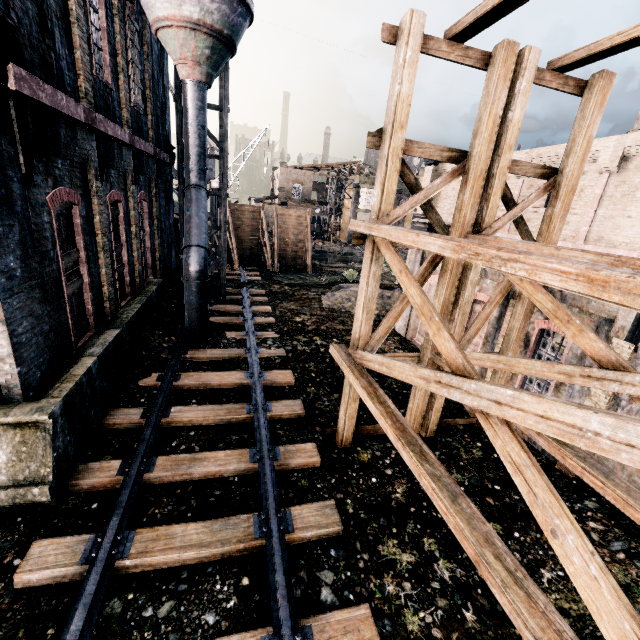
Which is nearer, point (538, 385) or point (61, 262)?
point (61, 262)

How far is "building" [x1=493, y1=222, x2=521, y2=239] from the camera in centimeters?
1807cm

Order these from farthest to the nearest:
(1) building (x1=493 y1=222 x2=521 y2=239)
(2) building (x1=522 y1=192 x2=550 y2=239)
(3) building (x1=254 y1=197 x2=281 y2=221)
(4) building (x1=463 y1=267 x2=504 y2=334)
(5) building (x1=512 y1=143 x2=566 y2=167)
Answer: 1. (3) building (x1=254 y1=197 x2=281 y2=221)
2. (1) building (x1=493 y1=222 x2=521 y2=239)
3. (2) building (x1=522 y1=192 x2=550 y2=239)
4. (5) building (x1=512 y1=143 x2=566 y2=167)
5. (4) building (x1=463 y1=267 x2=504 y2=334)

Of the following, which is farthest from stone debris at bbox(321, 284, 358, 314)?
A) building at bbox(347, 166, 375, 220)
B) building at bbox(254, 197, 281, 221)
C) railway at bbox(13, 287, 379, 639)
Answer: building at bbox(254, 197, 281, 221)

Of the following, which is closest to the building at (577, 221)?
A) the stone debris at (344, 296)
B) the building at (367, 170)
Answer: the stone debris at (344, 296)

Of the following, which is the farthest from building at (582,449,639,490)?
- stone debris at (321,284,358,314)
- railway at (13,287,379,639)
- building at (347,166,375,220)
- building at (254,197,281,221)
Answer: building at (254,197,281,221)

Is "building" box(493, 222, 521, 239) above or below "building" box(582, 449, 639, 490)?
above

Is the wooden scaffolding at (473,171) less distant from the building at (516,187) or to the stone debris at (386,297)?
the building at (516,187)
